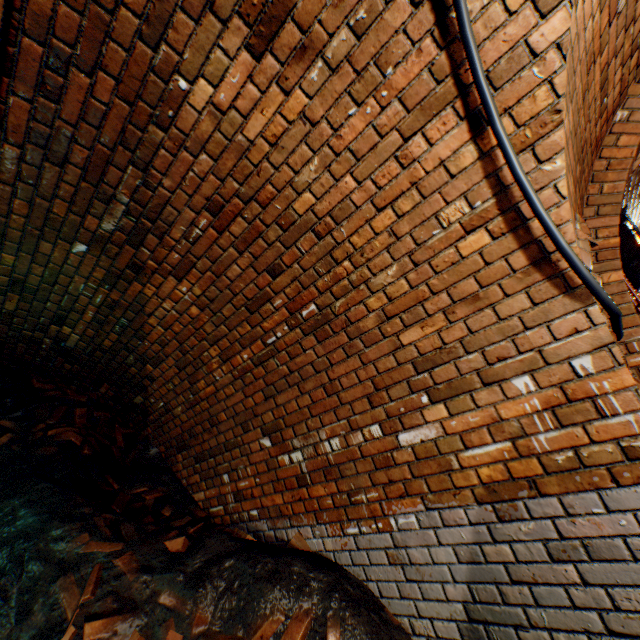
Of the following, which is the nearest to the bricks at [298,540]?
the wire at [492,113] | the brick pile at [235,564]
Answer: the brick pile at [235,564]

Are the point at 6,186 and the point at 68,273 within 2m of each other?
yes

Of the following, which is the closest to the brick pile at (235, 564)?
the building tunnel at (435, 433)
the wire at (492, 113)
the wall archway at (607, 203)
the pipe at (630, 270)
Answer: the building tunnel at (435, 433)

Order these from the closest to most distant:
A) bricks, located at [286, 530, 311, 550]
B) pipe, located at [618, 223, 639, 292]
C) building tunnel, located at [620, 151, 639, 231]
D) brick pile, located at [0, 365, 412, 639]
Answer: brick pile, located at [0, 365, 412, 639] → bricks, located at [286, 530, 311, 550] → building tunnel, located at [620, 151, 639, 231] → pipe, located at [618, 223, 639, 292]

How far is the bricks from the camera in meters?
2.5 m

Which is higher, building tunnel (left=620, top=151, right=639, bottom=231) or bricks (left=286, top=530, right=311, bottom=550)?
building tunnel (left=620, top=151, right=639, bottom=231)

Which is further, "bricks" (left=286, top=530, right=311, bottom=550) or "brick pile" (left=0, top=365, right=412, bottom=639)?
"bricks" (left=286, top=530, right=311, bottom=550)

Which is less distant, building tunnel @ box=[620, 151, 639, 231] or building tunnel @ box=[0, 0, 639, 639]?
building tunnel @ box=[0, 0, 639, 639]
